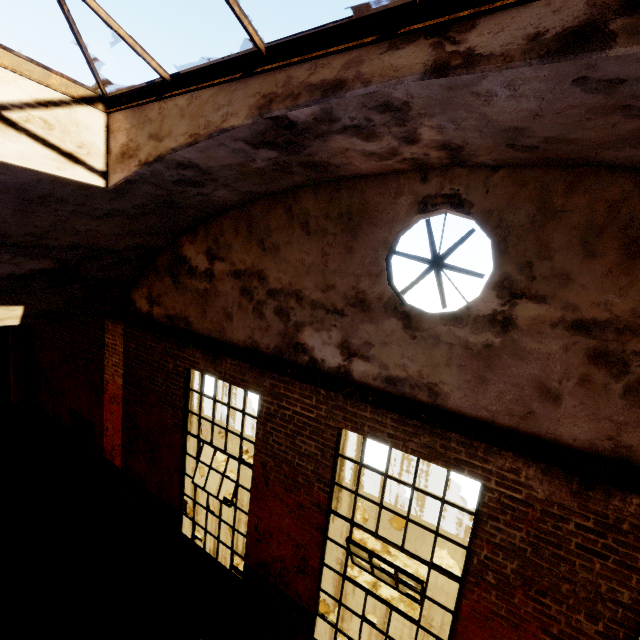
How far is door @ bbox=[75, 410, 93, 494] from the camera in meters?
8.3

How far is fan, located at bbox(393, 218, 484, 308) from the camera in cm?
343

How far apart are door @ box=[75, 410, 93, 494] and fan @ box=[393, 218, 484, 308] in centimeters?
814cm

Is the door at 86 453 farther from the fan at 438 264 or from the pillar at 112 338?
the fan at 438 264

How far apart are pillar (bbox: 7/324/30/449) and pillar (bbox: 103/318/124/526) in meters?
4.4 m

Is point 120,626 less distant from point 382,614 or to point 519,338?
point 382,614

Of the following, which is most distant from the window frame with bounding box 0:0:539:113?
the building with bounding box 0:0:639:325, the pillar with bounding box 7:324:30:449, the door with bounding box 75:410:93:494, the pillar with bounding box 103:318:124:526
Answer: the pillar with bounding box 7:324:30:449

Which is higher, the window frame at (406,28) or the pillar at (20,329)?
the window frame at (406,28)
